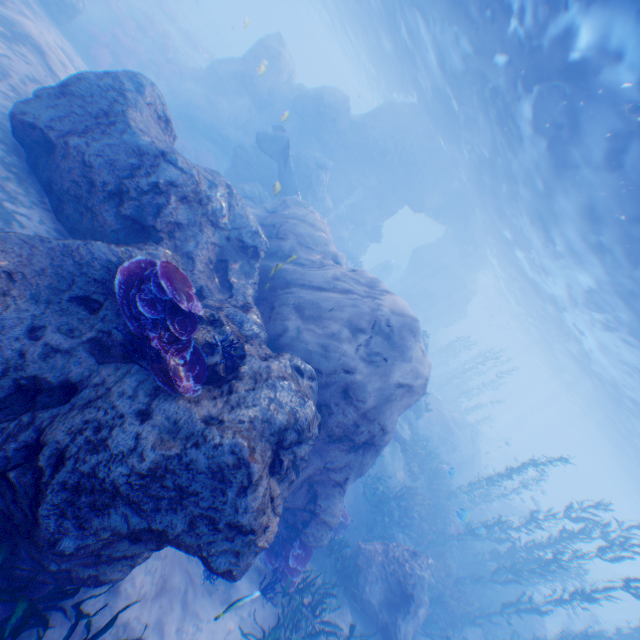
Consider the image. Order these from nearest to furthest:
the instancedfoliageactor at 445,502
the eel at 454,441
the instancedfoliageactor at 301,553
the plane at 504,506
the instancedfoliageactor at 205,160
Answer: the instancedfoliageactor at 301,553
the instancedfoliageactor at 445,502
the instancedfoliageactor at 205,160
the eel at 454,441
the plane at 504,506

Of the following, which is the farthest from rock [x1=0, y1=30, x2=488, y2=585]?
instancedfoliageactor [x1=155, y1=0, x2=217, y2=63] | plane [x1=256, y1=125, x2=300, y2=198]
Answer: instancedfoliageactor [x1=155, y1=0, x2=217, y2=63]

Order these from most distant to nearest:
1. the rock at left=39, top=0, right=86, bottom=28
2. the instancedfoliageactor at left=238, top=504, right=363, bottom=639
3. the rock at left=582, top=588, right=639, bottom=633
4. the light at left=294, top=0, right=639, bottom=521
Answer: the rock at left=582, top=588, right=639, bottom=633
the rock at left=39, top=0, right=86, bottom=28
the light at left=294, top=0, right=639, bottom=521
the instancedfoliageactor at left=238, top=504, right=363, bottom=639

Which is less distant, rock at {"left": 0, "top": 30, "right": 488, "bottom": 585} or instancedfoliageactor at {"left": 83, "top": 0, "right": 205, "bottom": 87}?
rock at {"left": 0, "top": 30, "right": 488, "bottom": 585}

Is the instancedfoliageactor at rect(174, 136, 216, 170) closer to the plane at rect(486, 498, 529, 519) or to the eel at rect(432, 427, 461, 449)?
the eel at rect(432, 427, 461, 449)

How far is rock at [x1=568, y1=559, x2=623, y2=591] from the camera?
19.2 meters

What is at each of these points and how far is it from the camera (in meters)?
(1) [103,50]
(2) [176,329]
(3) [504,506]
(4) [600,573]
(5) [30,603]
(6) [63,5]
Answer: (1) instancedfoliageactor, 17.98
(2) instancedfoliageactor, 4.55
(3) plane, 26.92
(4) rock, 33.06
(5) instancedfoliageactor, 3.57
(6) rock, 14.91

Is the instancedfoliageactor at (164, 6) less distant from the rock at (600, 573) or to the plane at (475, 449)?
the rock at (600, 573)
